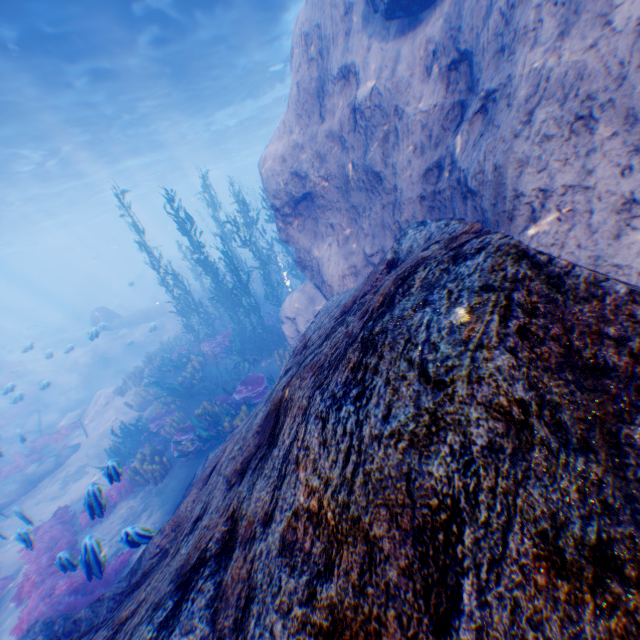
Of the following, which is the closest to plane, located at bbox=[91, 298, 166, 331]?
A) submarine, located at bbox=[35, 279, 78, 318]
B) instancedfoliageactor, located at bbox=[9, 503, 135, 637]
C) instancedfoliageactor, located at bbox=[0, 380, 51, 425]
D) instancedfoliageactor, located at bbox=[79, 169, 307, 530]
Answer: instancedfoliageactor, located at bbox=[79, 169, 307, 530]

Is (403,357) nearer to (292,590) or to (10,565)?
(292,590)

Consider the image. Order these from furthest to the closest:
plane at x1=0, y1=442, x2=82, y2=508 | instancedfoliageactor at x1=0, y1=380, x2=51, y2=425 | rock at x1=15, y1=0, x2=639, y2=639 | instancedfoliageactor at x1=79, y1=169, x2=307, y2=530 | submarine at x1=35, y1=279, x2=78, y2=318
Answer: submarine at x1=35, y1=279, x2=78, y2=318 < instancedfoliageactor at x1=0, y1=380, x2=51, y2=425 < plane at x1=0, y1=442, x2=82, y2=508 < instancedfoliageactor at x1=79, y1=169, x2=307, y2=530 < rock at x1=15, y1=0, x2=639, y2=639

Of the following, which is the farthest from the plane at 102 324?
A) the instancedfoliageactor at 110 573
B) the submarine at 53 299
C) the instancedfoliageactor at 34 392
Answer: the submarine at 53 299

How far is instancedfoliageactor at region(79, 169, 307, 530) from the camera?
9.4 meters

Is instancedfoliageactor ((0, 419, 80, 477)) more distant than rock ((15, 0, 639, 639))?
Yes

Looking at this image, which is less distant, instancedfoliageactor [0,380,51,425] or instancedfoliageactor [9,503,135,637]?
instancedfoliageactor [9,503,135,637]

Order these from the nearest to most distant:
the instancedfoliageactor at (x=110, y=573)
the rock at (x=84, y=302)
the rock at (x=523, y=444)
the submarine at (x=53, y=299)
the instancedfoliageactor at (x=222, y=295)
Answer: the rock at (x=523, y=444), the instancedfoliageactor at (x=110, y=573), the instancedfoliageactor at (x=222, y=295), the rock at (x=84, y=302), the submarine at (x=53, y=299)
